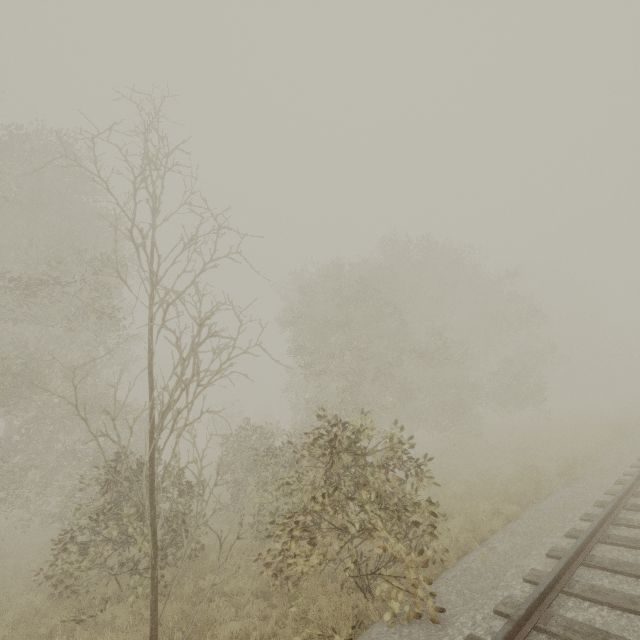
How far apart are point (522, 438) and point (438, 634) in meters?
18.1 m
